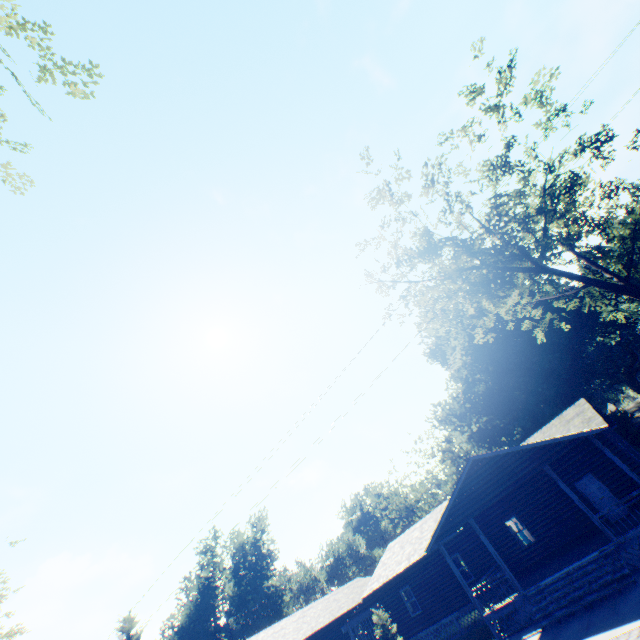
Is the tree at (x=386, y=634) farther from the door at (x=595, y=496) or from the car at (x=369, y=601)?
Result: the door at (x=595, y=496)

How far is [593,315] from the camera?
42.1 meters

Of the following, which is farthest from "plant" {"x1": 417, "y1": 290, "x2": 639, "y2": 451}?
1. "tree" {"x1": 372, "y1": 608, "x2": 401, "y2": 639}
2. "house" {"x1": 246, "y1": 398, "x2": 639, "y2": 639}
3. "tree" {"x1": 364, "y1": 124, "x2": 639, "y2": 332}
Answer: "tree" {"x1": 372, "y1": 608, "x2": 401, "y2": 639}

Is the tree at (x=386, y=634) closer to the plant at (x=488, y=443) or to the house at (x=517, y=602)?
the house at (x=517, y=602)

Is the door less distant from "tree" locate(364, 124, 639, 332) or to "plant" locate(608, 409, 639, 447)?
"tree" locate(364, 124, 639, 332)

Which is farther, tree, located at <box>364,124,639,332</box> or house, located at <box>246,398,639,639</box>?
house, located at <box>246,398,639,639</box>

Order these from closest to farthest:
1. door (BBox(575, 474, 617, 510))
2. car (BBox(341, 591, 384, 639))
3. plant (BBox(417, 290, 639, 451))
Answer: door (BBox(575, 474, 617, 510)), car (BBox(341, 591, 384, 639)), plant (BBox(417, 290, 639, 451))

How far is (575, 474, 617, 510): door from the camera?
17.6m
